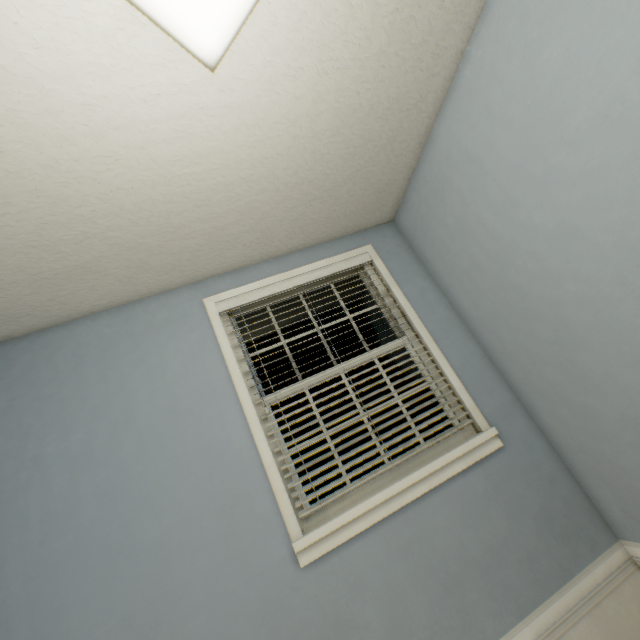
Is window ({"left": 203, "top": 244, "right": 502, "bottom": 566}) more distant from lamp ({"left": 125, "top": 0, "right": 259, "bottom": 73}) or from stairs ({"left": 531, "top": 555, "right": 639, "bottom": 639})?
lamp ({"left": 125, "top": 0, "right": 259, "bottom": 73})

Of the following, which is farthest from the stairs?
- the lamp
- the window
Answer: the lamp

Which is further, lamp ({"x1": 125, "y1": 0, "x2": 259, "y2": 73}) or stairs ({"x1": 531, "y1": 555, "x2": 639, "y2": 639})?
stairs ({"x1": 531, "y1": 555, "x2": 639, "y2": 639})

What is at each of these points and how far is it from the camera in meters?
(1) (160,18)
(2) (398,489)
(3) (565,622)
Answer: (1) lamp, 0.5 m
(2) window, 1.7 m
(3) stairs, 1.6 m

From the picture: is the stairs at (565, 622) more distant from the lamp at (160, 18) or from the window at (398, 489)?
the lamp at (160, 18)

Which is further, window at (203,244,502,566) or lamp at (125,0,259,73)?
window at (203,244,502,566)
